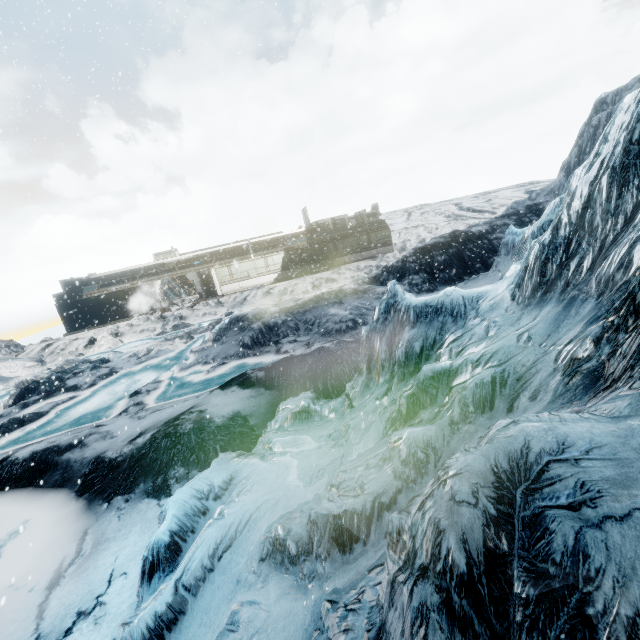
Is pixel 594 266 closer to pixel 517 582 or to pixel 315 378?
pixel 517 582
